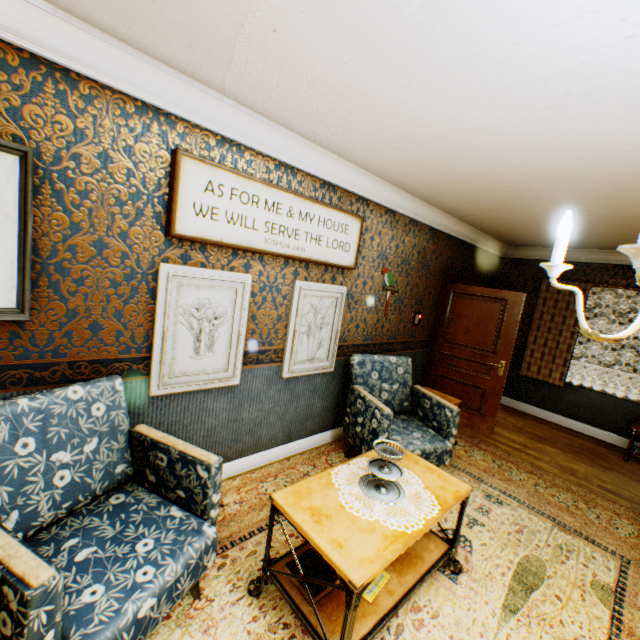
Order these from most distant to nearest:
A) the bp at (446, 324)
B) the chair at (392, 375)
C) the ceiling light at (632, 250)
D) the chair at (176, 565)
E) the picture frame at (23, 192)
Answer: the bp at (446, 324), the chair at (392, 375), the picture frame at (23, 192), the chair at (176, 565), the ceiling light at (632, 250)

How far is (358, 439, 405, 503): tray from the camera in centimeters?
200cm

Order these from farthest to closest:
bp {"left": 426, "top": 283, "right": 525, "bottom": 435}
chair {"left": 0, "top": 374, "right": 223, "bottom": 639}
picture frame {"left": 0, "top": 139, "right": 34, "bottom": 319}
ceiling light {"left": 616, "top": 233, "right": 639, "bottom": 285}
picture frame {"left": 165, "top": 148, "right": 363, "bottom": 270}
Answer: bp {"left": 426, "top": 283, "right": 525, "bottom": 435} < picture frame {"left": 165, "top": 148, "right": 363, "bottom": 270} < picture frame {"left": 0, "top": 139, "right": 34, "bottom": 319} < chair {"left": 0, "top": 374, "right": 223, "bottom": 639} < ceiling light {"left": 616, "top": 233, "right": 639, "bottom": 285}

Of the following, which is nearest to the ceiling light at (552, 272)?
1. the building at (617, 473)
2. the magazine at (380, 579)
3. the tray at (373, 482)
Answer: the building at (617, 473)

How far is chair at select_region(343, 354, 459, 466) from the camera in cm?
310

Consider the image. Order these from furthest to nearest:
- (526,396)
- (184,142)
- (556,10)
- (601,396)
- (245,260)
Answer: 1. (526,396)
2. (601,396)
3. (245,260)
4. (184,142)
5. (556,10)

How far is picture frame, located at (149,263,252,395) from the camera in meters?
2.4 m

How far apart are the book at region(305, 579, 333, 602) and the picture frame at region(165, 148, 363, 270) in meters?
2.2 m
